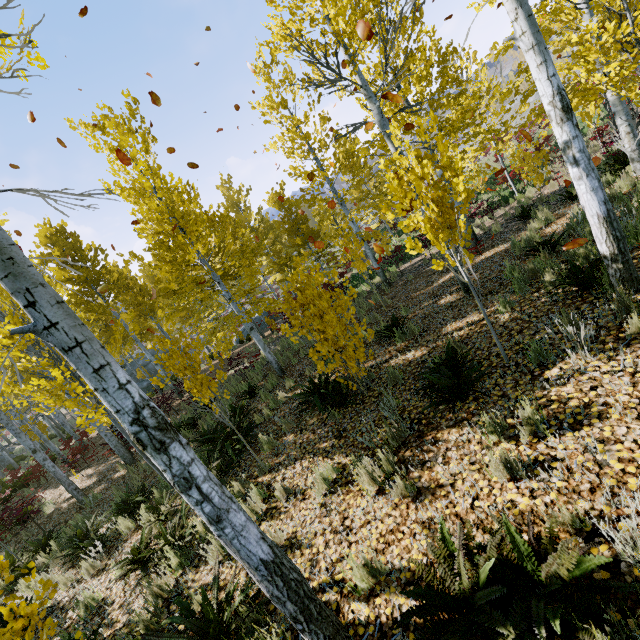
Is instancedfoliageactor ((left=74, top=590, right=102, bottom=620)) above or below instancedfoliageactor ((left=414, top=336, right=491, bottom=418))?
below

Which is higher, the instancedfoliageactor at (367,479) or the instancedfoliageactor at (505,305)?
the instancedfoliageactor at (505,305)

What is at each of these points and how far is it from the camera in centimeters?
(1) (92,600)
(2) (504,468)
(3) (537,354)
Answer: (1) instancedfoliageactor, 487cm
(2) instancedfoliageactor, 284cm
(3) instancedfoliageactor, 377cm

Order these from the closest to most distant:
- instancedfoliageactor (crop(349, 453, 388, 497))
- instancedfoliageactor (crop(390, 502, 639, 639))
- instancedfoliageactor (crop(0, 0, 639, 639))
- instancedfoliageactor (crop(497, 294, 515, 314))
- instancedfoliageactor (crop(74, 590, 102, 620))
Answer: instancedfoliageactor (crop(390, 502, 639, 639)), instancedfoliageactor (crop(0, 0, 639, 639)), instancedfoliageactor (crop(349, 453, 388, 497)), instancedfoliageactor (crop(74, 590, 102, 620)), instancedfoliageactor (crop(497, 294, 515, 314))

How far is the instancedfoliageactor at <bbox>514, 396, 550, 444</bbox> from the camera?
3.0 meters

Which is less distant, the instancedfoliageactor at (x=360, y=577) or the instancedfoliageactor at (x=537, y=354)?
the instancedfoliageactor at (x=360, y=577)

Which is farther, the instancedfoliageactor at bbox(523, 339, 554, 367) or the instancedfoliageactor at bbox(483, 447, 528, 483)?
the instancedfoliageactor at bbox(523, 339, 554, 367)

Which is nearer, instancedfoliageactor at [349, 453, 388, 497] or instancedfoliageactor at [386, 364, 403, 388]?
instancedfoliageactor at [349, 453, 388, 497]
